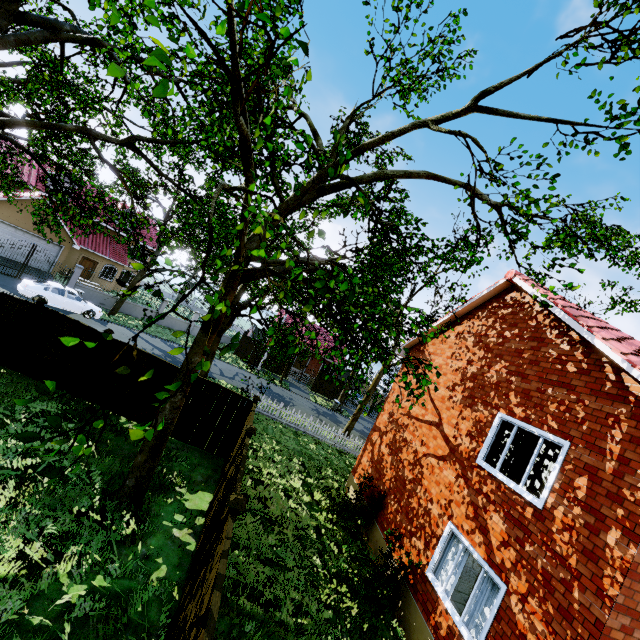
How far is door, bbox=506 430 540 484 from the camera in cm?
873

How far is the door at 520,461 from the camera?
8.73m

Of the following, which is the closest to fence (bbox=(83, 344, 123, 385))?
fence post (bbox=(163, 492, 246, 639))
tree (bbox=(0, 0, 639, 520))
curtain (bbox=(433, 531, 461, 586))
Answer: fence post (bbox=(163, 492, 246, 639))

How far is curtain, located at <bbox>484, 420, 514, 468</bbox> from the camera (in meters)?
7.79

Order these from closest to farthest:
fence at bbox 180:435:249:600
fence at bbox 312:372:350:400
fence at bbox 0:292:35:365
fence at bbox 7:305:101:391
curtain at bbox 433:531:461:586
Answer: fence at bbox 180:435:249:600 < curtain at bbox 433:531:461:586 < fence at bbox 0:292:35:365 < fence at bbox 7:305:101:391 < fence at bbox 312:372:350:400

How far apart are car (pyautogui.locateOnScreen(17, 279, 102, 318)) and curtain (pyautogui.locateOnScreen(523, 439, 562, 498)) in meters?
24.9 m

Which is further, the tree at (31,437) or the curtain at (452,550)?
the curtain at (452,550)

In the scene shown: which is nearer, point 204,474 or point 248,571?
point 248,571
